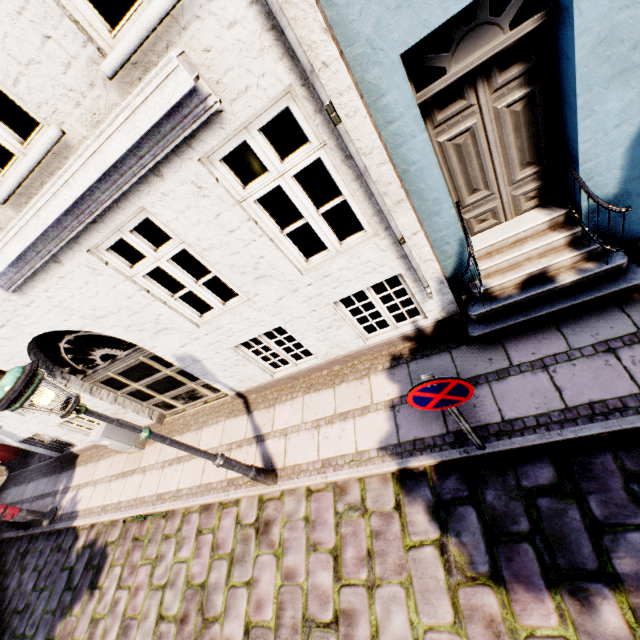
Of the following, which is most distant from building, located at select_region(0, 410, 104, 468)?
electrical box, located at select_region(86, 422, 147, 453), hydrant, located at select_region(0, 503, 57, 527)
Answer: hydrant, located at select_region(0, 503, 57, 527)

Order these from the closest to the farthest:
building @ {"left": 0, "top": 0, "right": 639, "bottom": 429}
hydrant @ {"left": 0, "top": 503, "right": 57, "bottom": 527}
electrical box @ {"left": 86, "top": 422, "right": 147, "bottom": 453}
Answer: building @ {"left": 0, "top": 0, "right": 639, "bottom": 429}
electrical box @ {"left": 86, "top": 422, "right": 147, "bottom": 453}
hydrant @ {"left": 0, "top": 503, "right": 57, "bottom": 527}

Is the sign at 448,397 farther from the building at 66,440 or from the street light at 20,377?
the street light at 20,377

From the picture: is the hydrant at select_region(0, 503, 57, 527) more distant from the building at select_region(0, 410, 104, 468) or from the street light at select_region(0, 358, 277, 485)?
the street light at select_region(0, 358, 277, 485)

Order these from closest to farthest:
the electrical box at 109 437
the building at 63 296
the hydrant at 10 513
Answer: the building at 63 296
the electrical box at 109 437
the hydrant at 10 513

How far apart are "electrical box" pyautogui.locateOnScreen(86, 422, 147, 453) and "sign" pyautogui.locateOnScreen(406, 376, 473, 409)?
7.2 meters

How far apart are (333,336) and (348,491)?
2.27m
